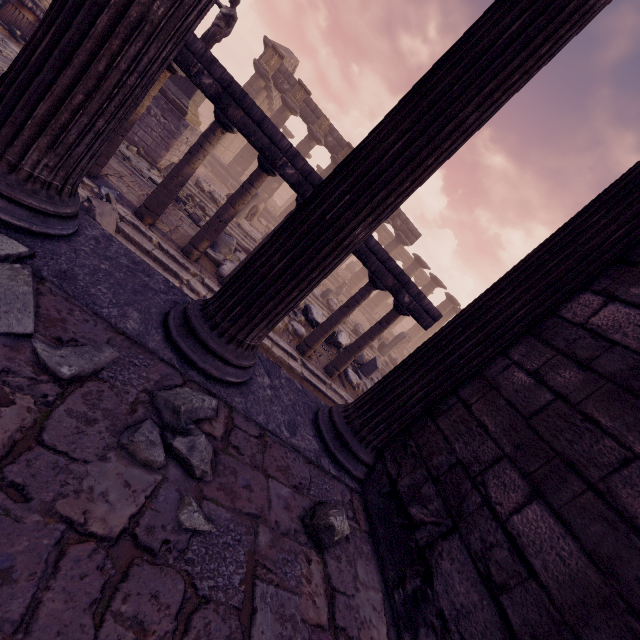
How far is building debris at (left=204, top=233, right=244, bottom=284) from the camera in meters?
7.4 m

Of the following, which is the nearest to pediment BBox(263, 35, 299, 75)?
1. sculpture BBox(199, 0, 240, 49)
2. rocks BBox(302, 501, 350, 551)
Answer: sculpture BBox(199, 0, 240, 49)

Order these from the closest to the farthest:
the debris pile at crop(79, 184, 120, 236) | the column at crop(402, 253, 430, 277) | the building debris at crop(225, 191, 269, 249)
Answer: the debris pile at crop(79, 184, 120, 236), the building debris at crop(225, 191, 269, 249), the column at crop(402, 253, 430, 277)

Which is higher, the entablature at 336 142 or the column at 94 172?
the entablature at 336 142

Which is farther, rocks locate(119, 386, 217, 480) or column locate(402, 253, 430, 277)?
column locate(402, 253, 430, 277)

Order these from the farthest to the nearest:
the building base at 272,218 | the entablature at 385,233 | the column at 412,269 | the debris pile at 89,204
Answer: the entablature at 385,233
the column at 412,269
the building base at 272,218
the debris pile at 89,204

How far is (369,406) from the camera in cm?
254

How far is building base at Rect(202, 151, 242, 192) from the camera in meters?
19.7
